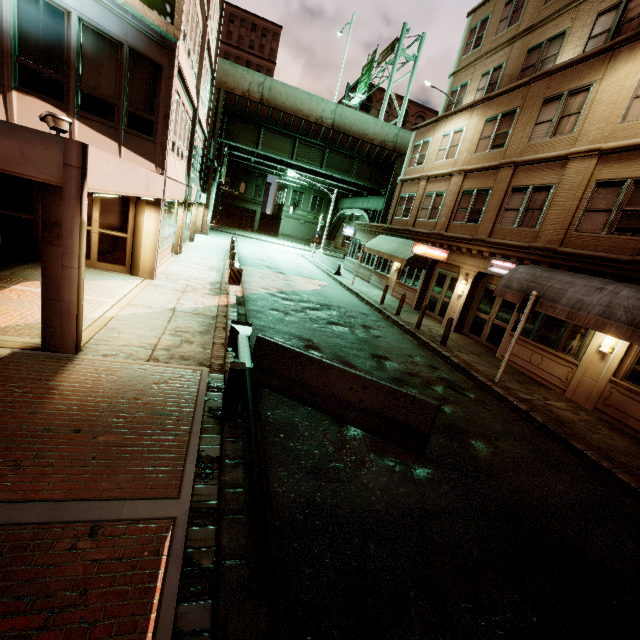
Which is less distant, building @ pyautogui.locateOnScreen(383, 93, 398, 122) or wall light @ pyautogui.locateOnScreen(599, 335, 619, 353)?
wall light @ pyautogui.locateOnScreen(599, 335, 619, 353)

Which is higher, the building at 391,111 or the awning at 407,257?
the building at 391,111

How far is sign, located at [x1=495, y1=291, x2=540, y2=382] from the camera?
9.8 meters

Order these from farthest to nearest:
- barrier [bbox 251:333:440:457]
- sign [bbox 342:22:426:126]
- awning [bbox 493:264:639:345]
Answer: sign [bbox 342:22:426:126]
awning [bbox 493:264:639:345]
barrier [bbox 251:333:440:457]

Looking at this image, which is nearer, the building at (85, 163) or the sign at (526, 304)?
the building at (85, 163)

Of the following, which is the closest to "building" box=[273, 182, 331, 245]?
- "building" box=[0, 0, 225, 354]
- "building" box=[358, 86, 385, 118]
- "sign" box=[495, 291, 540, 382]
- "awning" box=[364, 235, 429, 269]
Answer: "building" box=[358, 86, 385, 118]

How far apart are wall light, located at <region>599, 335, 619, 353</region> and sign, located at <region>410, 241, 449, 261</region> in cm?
873

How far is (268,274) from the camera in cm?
2023
